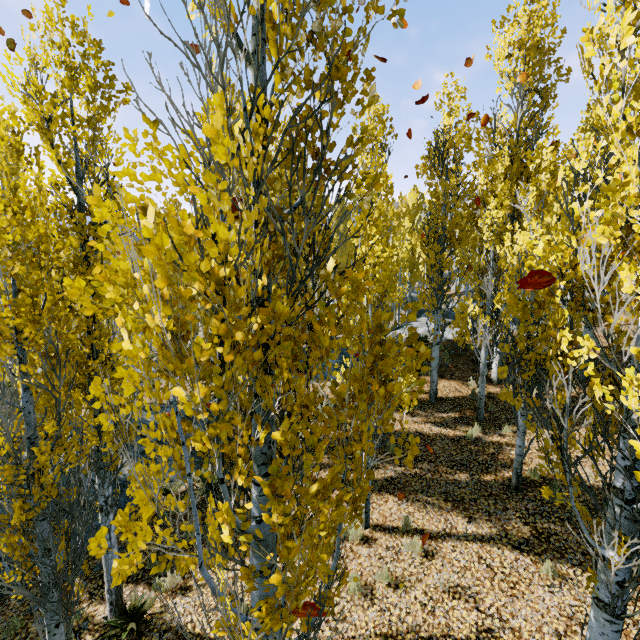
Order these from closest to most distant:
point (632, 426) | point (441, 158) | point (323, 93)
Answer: point (323, 93)
point (632, 426)
point (441, 158)
